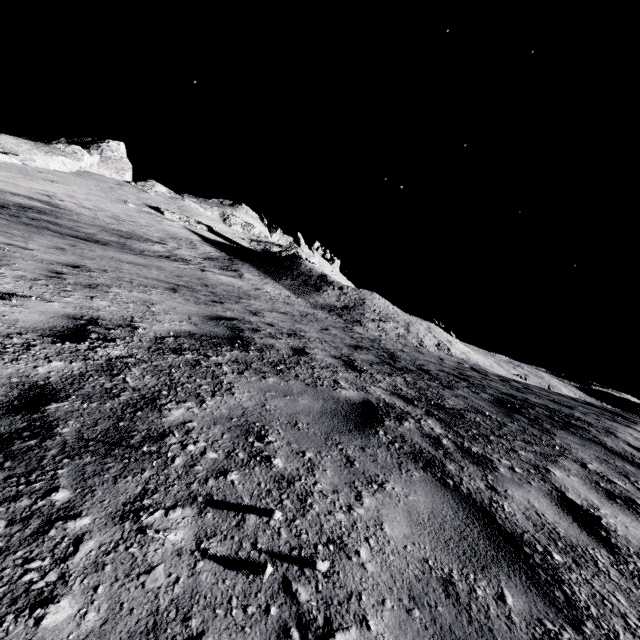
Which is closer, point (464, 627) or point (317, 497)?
point (464, 627)
